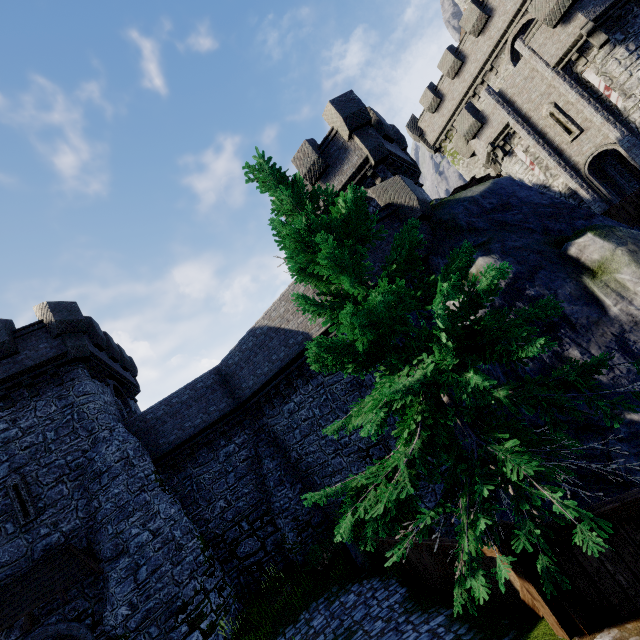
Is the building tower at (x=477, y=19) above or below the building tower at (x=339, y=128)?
above

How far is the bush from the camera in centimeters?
1343cm

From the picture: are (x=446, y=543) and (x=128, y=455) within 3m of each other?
no

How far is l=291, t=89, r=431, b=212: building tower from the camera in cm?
1498

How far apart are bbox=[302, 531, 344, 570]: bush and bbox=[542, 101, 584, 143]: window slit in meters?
25.5 m

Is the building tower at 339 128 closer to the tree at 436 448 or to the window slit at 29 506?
the tree at 436 448

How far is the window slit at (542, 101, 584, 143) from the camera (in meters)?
19.09

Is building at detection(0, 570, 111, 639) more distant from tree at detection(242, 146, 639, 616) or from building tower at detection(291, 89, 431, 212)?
tree at detection(242, 146, 639, 616)
